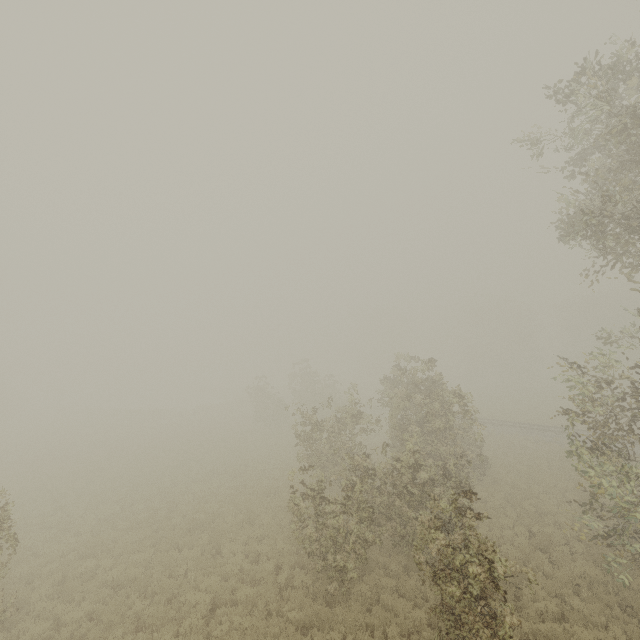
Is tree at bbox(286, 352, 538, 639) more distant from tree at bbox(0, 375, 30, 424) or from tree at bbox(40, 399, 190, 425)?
tree at bbox(40, 399, 190, 425)

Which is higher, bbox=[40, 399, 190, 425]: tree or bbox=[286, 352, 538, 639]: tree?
bbox=[286, 352, 538, 639]: tree

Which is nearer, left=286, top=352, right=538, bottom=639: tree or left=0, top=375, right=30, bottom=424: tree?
left=286, top=352, right=538, bottom=639: tree

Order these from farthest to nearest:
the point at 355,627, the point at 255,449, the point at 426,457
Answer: the point at 255,449, the point at 426,457, the point at 355,627

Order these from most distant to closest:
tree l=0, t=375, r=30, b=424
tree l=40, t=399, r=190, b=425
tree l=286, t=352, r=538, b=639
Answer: tree l=0, t=375, r=30, b=424, tree l=40, t=399, r=190, b=425, tree l=286, t=352, r=538, b=639

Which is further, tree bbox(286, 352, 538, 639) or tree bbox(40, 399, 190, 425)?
tree bbox(40, 399, 190, 425)

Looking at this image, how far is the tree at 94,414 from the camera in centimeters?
4212cm

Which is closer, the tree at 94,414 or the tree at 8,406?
the tree at 94,414
